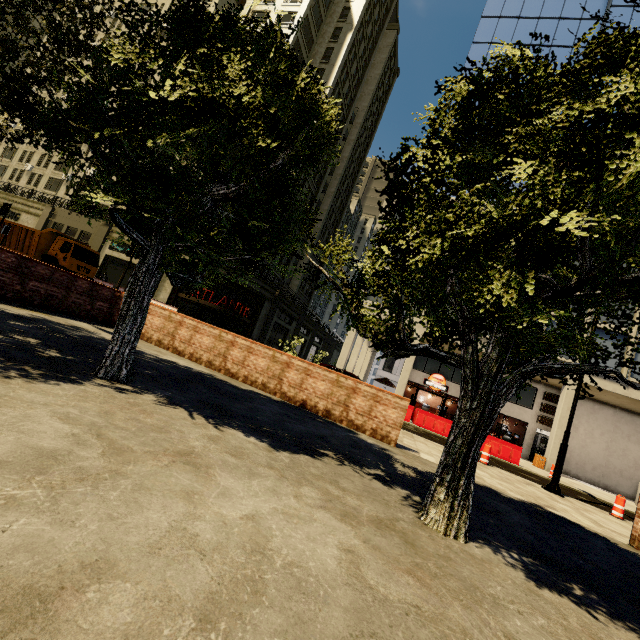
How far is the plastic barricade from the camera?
10.2m

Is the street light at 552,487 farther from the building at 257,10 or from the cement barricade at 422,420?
the building at 257,10

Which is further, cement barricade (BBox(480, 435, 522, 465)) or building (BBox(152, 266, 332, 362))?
building (BBox(152, 266, 332, 362))

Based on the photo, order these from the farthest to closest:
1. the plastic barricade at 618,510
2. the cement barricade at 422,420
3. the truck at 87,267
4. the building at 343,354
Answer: the building at 343,354 → the truck at 87,267 → the cement barricade at 422,420 → the plastic barricade at 618,510

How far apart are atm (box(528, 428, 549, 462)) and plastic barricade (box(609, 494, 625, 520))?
14.5 meters

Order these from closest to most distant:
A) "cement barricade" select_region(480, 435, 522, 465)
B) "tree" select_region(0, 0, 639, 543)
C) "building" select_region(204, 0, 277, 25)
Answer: "tree" select_region(0, 0, 639, 543) → "cement barricade" select_region(480, 435, 522, 465) → "building" select_region(204, 0, 277, 25)

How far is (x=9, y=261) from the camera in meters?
8.0

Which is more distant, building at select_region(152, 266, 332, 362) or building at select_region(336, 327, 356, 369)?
building at select_region(152, 266, 332, 362)
